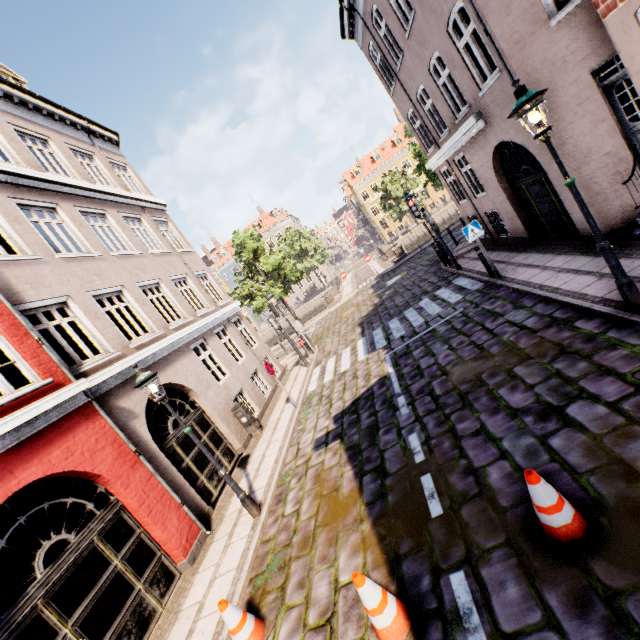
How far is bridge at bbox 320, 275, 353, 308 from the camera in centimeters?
2807cm

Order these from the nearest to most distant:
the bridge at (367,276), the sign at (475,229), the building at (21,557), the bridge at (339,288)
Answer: the building at (21,557), the sign at (475,229), the bridge at (339,288), the bridge at (367,276)

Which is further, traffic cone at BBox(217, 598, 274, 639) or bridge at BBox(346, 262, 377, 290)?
bridge at BBox(346, 262, 377, 290)

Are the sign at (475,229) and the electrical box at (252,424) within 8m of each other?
no

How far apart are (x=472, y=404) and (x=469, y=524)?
2.3m

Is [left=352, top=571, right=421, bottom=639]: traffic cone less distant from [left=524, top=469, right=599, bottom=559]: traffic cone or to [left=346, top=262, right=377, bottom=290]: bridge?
[left=524, top=469, right=599, bottom=559]: traffic cone

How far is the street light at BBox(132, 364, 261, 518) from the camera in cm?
615

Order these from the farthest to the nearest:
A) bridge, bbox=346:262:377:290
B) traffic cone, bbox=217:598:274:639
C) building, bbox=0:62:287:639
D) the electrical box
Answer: bridge, bbox=346:262:377:290 → the electrical box → building, bbox=0:62:287:639 → traffic cone, bbox=217:598:274:639
